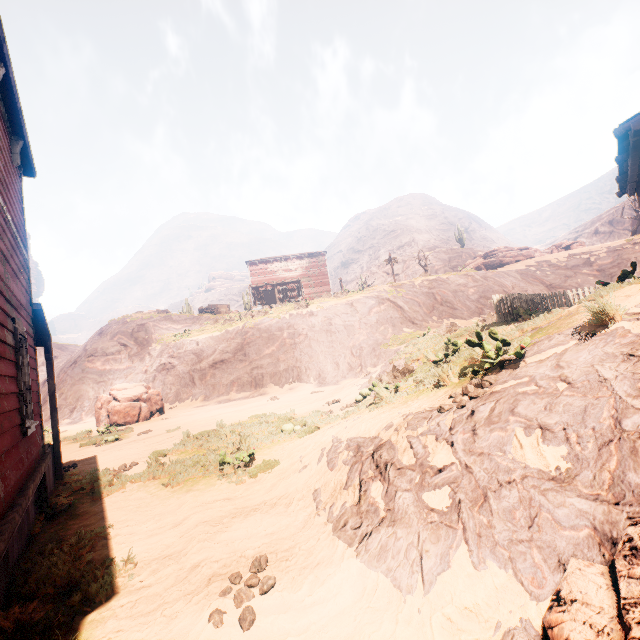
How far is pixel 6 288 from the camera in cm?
448

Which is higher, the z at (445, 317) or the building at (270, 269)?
the building at (270, 269)

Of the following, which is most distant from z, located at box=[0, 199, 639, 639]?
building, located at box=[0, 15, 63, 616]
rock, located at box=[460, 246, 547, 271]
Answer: rock, located at box=[460, 246, 547, 271]

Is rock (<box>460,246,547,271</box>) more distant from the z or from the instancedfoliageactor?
the instancedfoliageactor

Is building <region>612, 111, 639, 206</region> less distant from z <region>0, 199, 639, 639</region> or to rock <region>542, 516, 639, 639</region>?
z <region>0, 199, 639, 639</region>

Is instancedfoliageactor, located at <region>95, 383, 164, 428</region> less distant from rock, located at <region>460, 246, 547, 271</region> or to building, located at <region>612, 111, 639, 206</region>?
building, located at <region>612, 111, 639, 206</region>

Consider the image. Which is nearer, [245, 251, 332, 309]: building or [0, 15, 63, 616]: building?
[0, 15, 63, 616]: building

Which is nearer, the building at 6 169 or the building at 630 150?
the building at 6 169
